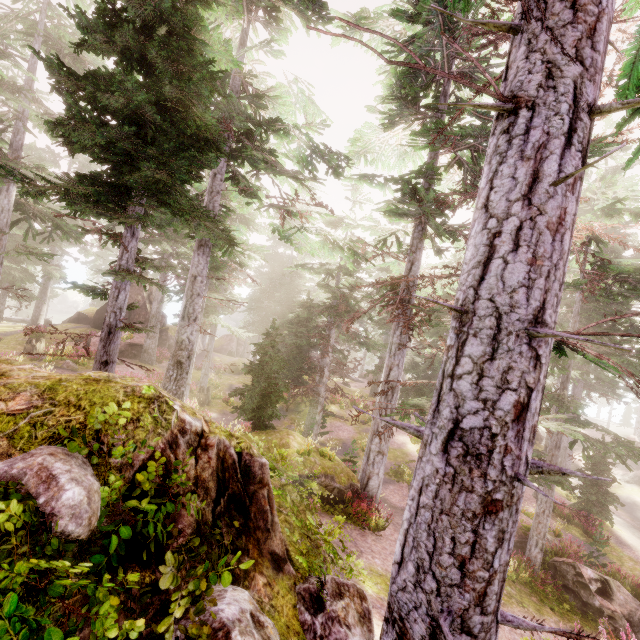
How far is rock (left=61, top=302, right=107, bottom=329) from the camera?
30.8m

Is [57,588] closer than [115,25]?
Yes

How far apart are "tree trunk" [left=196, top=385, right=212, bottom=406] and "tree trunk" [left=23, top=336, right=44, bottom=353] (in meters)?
11.70

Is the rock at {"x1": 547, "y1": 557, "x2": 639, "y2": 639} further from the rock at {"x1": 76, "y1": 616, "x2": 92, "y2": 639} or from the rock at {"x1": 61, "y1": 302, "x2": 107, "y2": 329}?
the rock at {"x1": 61, "y1": 302, "x2": 107, "y2": 329}

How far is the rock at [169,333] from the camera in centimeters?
3262cm

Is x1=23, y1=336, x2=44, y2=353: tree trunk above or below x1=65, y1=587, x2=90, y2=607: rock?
below

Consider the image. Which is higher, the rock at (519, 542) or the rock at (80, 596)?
the rock at (80, 596)

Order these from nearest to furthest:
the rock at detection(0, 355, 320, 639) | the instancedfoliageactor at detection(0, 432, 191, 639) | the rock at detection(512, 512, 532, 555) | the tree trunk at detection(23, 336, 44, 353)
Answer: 1. the instancedfoliageactor at detection(0, 432, 191, 639)
2. the rock at detection(0, 355, 320, 639)
3. the rock at detection(512, 512, 532, 555)
4. the tree trunk at detection(23, 336, 44, 353)
